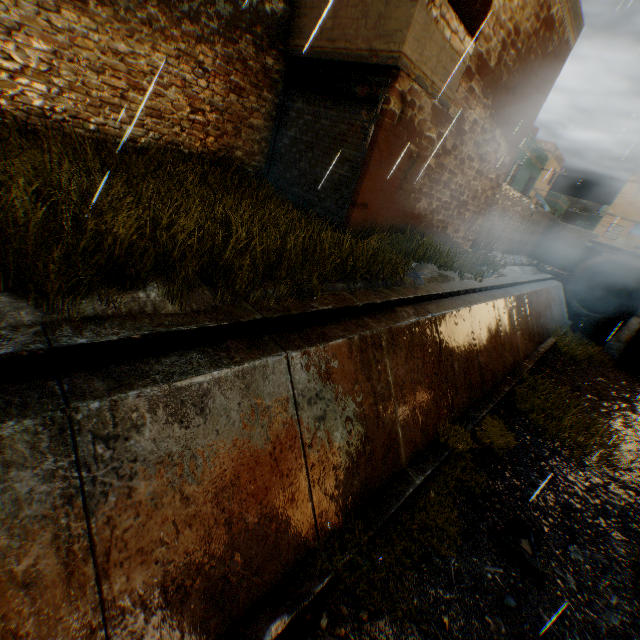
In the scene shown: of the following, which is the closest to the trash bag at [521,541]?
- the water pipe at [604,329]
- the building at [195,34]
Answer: the building at [195,34]

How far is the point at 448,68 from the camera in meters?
7.1

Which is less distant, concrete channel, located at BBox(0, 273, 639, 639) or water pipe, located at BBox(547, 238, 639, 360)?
concrete channel, located at BBox(0, 273, 639, 639)

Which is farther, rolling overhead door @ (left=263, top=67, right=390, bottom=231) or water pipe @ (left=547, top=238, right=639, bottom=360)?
water pipe @ (left=547, top=238, right=639, bottom=360)

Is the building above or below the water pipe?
above

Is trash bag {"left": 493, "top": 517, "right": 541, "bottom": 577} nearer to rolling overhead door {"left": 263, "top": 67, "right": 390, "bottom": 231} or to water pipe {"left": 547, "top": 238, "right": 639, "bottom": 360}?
water pipe {"left": 547, "top": 238, "right": 639, "bottom": 360}

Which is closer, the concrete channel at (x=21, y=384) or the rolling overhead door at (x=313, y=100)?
the concrete channel at (x=21, y=384)

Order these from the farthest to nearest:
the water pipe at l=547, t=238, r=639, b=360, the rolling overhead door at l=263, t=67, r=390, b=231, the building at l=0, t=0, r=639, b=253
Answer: the water pipe at l=547, t=238, r=639, b=360 < the rolling overhead door at l=263, t=67, r=390, b=231 < the building at l=0, t=0, r=639, b=253
